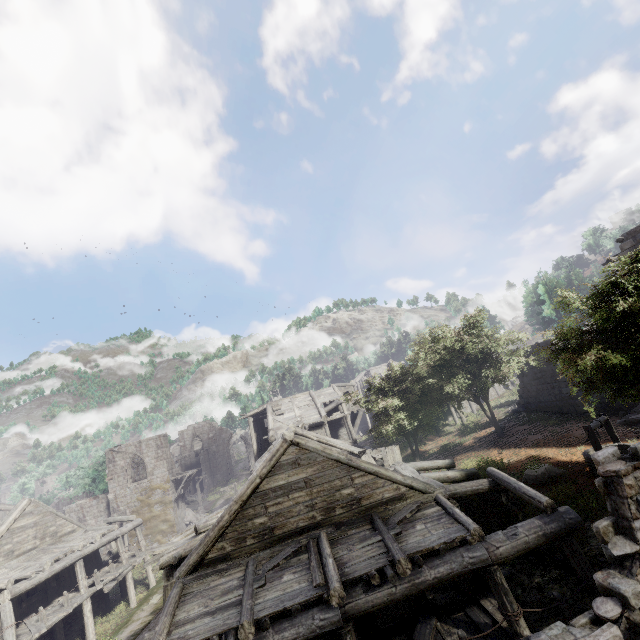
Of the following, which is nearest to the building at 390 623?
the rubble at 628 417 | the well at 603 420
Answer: the rubble at 628 417

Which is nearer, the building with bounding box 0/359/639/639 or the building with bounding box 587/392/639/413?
the building with bounding box 0/359/639/639

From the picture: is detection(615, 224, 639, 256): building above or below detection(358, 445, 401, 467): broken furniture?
above

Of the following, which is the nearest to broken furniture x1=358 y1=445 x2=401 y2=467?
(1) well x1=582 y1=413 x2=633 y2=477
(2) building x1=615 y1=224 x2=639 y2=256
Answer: (2) building x1=615 y1=224 x2=639 y2=256

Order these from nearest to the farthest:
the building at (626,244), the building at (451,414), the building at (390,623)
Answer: the building at (390,623) → the building at (626,244) → the building at (451,414)

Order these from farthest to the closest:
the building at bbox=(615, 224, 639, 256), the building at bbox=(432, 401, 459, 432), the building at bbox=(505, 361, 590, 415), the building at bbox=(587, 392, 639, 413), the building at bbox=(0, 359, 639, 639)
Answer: the building at bbox=(432, 401, 459, 432) → the building at bbox=(505, 361, 590, 415) → the building at bbox=(587, 392, 639, 413) → the building at bbox=(615, 224, 639, 256) → the building at bbox=(0, 359, 639, 639)

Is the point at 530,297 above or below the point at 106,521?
above

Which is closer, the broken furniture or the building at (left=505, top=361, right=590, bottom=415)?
the broken furniture
